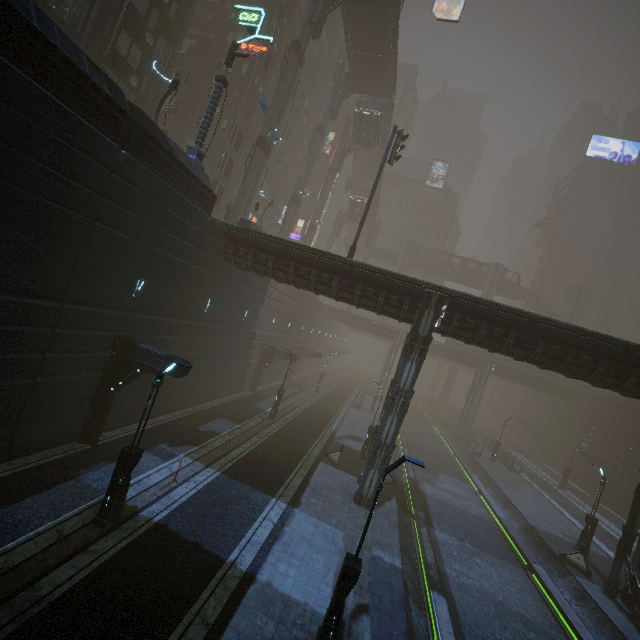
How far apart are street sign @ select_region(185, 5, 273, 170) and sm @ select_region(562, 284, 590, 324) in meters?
62.0

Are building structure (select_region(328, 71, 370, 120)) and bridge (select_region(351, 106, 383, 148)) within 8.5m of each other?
yes

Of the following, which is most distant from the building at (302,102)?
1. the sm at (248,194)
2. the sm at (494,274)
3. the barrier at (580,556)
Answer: the sm at (494,274)

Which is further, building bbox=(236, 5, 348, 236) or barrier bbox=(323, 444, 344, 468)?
building bbox=(236, 5, 348, 236)

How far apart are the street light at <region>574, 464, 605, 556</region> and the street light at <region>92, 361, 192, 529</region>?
25.6 meters

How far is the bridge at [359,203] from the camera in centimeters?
5456cm

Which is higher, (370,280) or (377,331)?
(370,280)

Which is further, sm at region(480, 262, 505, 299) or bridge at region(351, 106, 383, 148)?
sm at region(480, 262, 505, 299)
